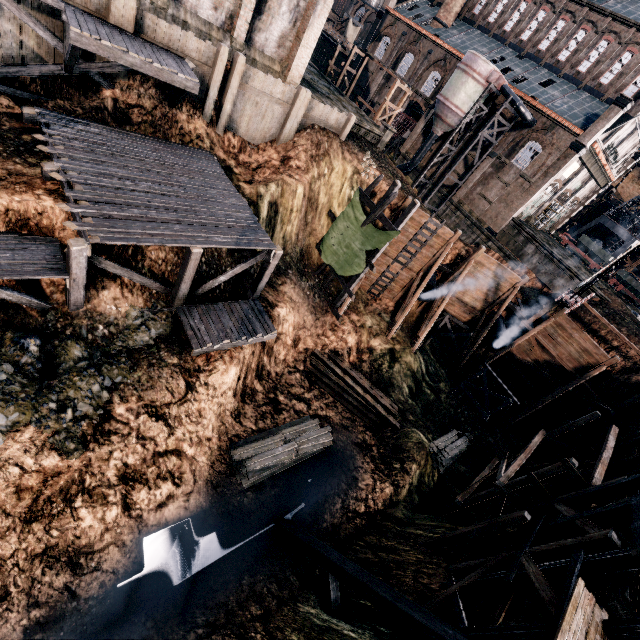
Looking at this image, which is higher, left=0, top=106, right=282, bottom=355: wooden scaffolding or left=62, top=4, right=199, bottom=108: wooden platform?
left=62, top=4, right=199, bottom=108: wooden platform

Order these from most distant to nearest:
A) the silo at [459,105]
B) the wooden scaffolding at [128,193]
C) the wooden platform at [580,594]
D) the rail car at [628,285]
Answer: the rail car at [628,285] < the silo at [459,105] < the wooden scaffolding at [128,193] < the wooden platform at [580,594]

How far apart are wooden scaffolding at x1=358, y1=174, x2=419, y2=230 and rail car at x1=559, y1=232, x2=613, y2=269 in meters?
39.8 m

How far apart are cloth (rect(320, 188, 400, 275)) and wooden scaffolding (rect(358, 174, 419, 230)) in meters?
0.0

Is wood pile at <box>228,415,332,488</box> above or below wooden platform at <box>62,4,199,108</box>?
below

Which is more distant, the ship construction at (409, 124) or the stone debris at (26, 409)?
the ship construction at (409, 124)

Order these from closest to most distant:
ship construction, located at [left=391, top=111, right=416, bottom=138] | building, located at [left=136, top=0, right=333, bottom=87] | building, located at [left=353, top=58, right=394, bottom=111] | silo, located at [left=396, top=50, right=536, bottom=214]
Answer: building, located at [left=136, top=0, right=333, bottom=87] → silo, located at [left=396, top=50, right=536, bottom=214] → ship construction, located at [left=391, top=111, right=416, bottom=138] → building, located at [left=353, top=58, right=394, bottom=111]

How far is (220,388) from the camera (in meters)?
16.23
